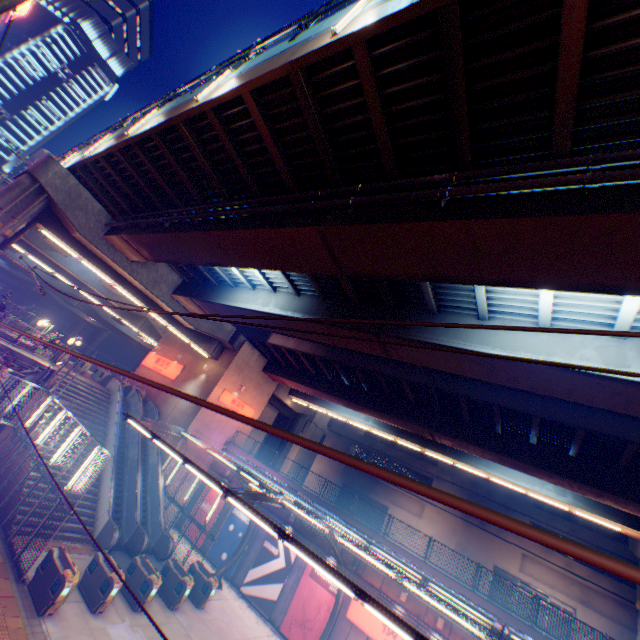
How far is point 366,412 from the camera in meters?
24.7 m

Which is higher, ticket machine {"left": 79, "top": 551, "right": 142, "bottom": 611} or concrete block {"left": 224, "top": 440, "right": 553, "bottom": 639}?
concrete block {"left": 224, "top": 440, "right": 553, "bottom": 639}

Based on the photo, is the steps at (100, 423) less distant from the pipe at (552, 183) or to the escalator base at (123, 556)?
the escalator base at (123, 556)

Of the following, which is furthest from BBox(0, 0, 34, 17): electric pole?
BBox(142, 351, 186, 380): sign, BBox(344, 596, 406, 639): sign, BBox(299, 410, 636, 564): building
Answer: BBox(299, 410, 636, 564): building

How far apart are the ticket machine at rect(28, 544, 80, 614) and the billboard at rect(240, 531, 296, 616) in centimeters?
1189cm

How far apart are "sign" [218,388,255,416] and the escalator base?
10.6m

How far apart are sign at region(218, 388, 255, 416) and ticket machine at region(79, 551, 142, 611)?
13.0m

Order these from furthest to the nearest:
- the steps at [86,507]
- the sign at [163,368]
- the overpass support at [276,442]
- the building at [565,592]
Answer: the overpass support at [276,442]
the sign at [163,368]
the building at [565,592]
the steps at [86,507]
